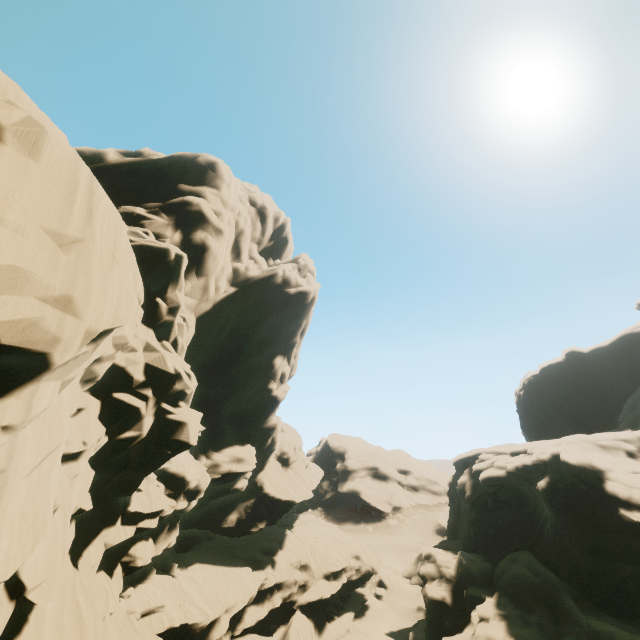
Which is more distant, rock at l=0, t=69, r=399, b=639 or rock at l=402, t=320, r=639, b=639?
rock at l=402, t=320, r=639, b=639

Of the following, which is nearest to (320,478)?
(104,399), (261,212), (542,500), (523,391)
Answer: (542,500)

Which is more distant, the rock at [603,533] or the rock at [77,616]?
the rock at [603,533]
